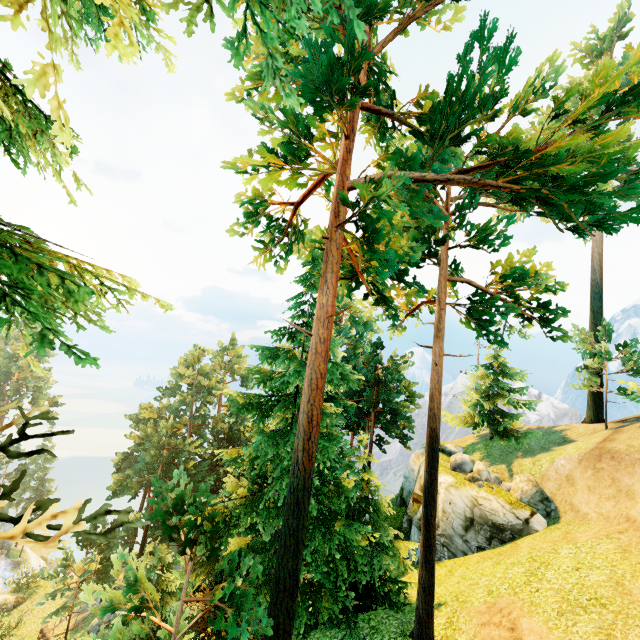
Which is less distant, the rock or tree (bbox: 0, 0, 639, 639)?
tree (bbox: 0, 0, 639, 639)

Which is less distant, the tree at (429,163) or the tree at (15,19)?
the tree at (15,19)

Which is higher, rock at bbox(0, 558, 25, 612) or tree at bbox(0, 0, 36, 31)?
tree at bbox(0, 0, 36, 31)

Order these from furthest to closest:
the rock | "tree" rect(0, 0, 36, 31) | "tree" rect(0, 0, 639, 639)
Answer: the rock, "tree" rect(0, 0, 639, 639), "tree" rect(0, 0, 36, 31)

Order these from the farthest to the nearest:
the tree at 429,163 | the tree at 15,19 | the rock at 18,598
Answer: the rock at 18,598, the tree at 429,163, the tree at 15,19

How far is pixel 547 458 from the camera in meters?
21.2
